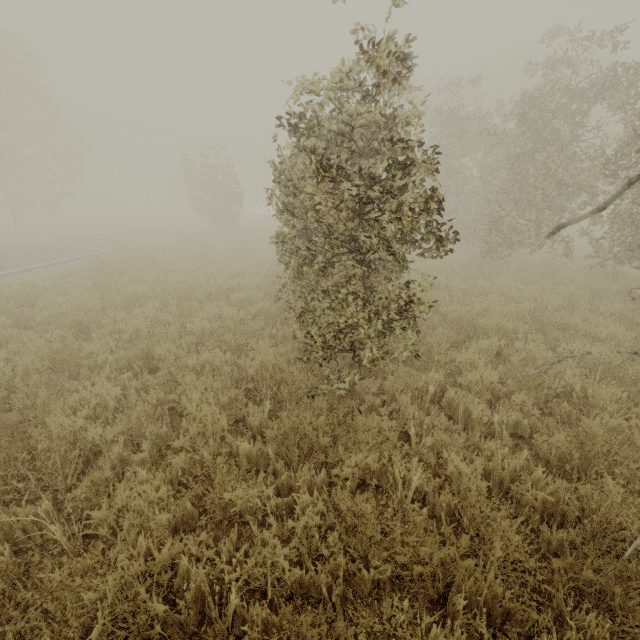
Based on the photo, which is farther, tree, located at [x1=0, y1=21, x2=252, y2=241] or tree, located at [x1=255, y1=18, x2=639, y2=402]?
tree, located at [x1=0, y1=21, x2=252, y2=241]

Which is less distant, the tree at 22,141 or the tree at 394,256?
the tree at 394,256

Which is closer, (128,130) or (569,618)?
(569,618)
